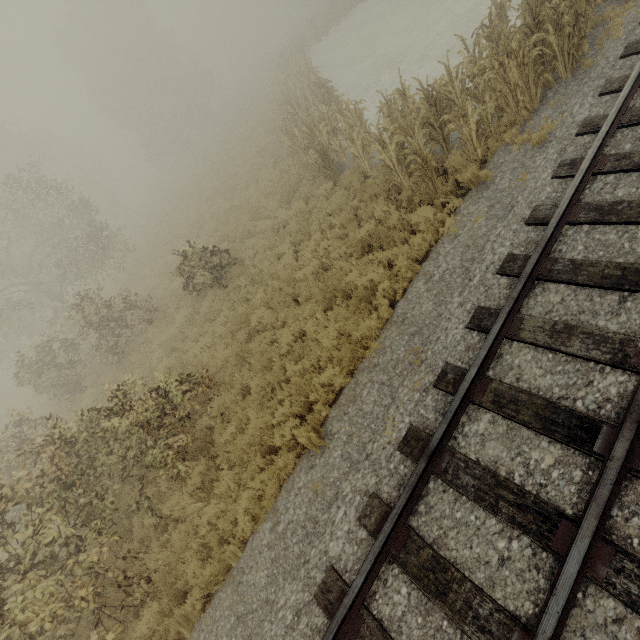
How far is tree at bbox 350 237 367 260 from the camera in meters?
8.3 m

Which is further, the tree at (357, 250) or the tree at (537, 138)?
the tree at (357, 250)

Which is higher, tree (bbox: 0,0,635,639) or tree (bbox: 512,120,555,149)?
tree (bbox: 512,120,555,149)

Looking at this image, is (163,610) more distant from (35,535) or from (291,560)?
(291,560)

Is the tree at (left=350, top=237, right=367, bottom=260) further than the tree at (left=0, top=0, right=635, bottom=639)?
Yes
